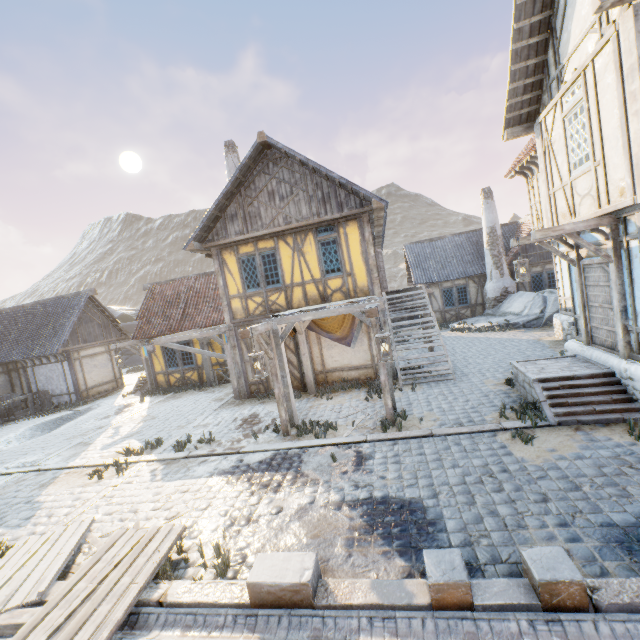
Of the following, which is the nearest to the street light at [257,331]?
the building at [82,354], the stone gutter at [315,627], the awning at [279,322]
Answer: the awning at [279,322]

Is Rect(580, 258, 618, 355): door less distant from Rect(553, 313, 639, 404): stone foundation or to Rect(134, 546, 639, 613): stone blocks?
Rect(553, 313, 639, 404): stone foundation

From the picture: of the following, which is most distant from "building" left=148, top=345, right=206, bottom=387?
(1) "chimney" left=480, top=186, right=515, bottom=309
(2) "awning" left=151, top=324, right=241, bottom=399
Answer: (1) "chimney" left=480, top=186, right=515, bottom=309

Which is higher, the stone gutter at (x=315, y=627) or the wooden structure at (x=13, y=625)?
the wooden structure at (x=13, y=625)

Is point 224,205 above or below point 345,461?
above

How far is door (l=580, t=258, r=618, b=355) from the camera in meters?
7.0 m

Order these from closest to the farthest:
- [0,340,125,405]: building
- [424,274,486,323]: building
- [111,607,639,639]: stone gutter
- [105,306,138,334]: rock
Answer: [111,607,639,639]: stone gutter
[0,340,125,405]: building
[424,274,486,323]: building
[105,306,138,334]: rock

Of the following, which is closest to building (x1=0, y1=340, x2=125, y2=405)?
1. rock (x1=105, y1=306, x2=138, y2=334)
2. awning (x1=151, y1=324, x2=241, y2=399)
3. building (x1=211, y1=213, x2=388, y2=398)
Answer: rock (x1=105, y1=306, x2=138, y2=334)
